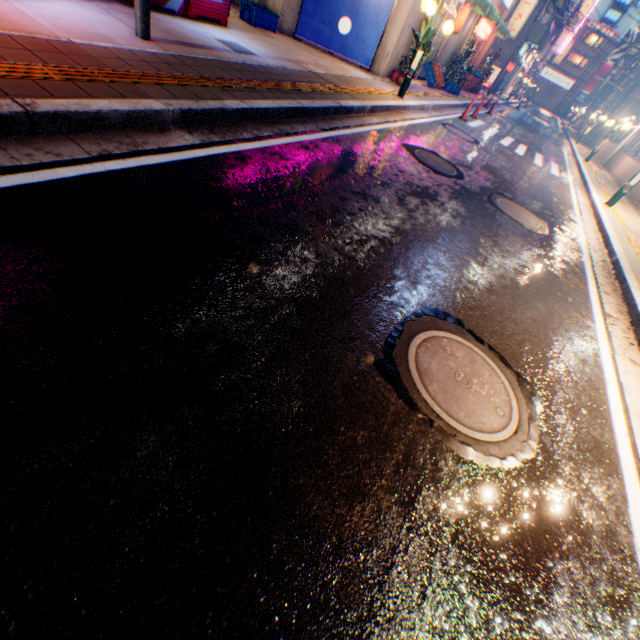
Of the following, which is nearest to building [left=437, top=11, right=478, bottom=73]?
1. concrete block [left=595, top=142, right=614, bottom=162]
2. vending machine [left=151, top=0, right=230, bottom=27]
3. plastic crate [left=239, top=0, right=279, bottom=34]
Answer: plastic crate [left=239, top=0, right=279, bottom=34]

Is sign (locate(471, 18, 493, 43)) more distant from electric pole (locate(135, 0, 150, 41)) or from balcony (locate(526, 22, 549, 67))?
electric pole (locate(135, 0, 150, 41))

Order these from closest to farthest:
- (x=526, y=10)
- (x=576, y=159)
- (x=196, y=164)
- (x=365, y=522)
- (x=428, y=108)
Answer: (x=365, y=522)
(x=196, y=164)
(x=428, y=108)
(x=576, y=159)
(x=526, y=10)

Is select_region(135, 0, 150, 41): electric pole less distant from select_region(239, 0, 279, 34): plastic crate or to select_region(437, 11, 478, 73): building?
select_region(239, 0, 279, 34): plastic crate

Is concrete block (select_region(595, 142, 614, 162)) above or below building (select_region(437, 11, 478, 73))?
below

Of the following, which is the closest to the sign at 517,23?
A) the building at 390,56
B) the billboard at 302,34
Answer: the building at 390,56

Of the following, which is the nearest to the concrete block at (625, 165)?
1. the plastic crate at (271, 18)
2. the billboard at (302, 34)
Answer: the billboard at (302, 34)

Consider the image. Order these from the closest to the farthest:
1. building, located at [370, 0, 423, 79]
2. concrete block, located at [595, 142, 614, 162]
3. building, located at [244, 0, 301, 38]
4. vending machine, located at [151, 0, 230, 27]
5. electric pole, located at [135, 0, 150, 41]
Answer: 1. electric pole, located at [135, 0, 150, 41]
2. vending machine, located at [151, 0, 230, 27]
3. building, located at [244, 0, 301, 38]
4. building, located at [370, 0, 423, 79]
5. concrete block, located at [595, 142, 614, 162]
